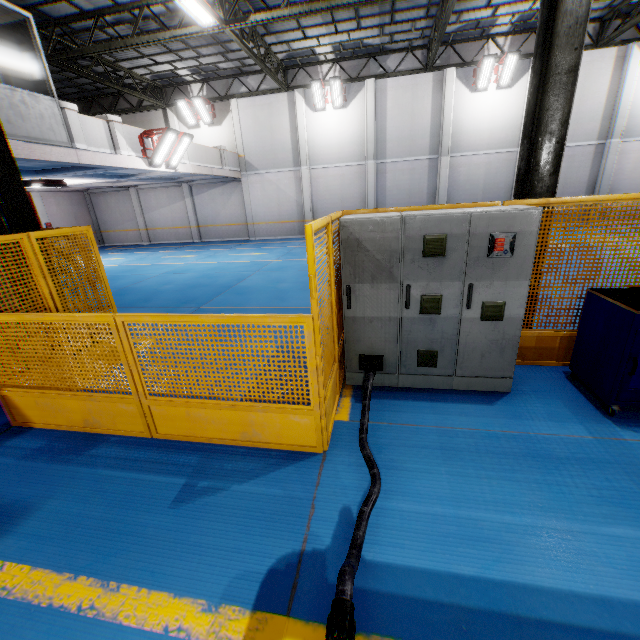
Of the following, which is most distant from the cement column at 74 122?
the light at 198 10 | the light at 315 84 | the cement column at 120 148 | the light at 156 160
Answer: the light at 315 84

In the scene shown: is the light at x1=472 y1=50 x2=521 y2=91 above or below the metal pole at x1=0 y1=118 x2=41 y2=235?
above

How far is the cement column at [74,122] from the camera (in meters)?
8.96

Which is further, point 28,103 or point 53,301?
point 28,103

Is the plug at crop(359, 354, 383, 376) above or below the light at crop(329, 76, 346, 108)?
below

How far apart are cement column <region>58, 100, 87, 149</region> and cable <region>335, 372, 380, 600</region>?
10.95m

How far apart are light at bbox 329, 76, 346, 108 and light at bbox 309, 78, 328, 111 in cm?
8

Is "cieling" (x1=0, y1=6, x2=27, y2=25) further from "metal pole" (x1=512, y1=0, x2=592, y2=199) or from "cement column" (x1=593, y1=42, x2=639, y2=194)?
"cement column" (x1=593, y1=42, x2=639, y2=194)
